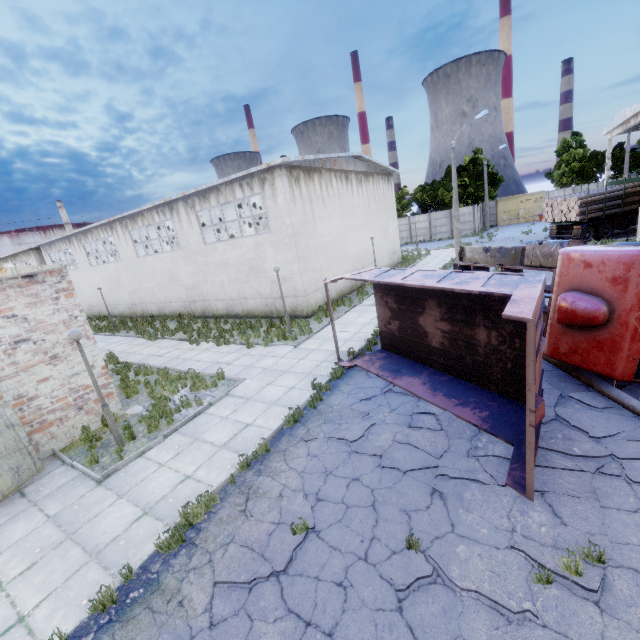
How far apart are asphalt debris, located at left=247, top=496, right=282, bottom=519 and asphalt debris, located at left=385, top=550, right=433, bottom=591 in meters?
1.0

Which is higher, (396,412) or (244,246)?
(244,246)

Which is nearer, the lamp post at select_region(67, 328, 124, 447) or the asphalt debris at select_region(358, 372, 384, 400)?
the lamp post at select_region(67, 328, 124, 447)

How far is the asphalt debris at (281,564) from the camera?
4.75m

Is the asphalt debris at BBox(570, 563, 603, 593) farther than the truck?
No

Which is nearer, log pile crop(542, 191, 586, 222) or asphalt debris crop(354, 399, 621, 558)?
asphalt debris crop(354, 399, 621, 558)

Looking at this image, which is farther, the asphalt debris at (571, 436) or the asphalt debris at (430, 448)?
the asphalt debris at (571, 436)
